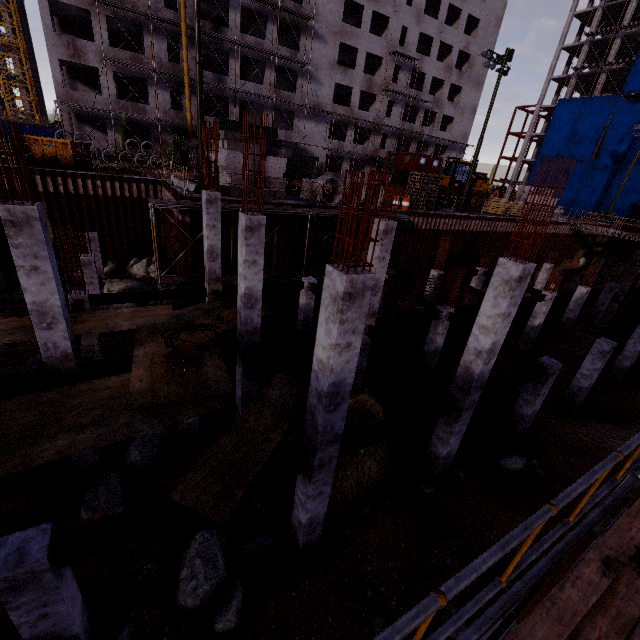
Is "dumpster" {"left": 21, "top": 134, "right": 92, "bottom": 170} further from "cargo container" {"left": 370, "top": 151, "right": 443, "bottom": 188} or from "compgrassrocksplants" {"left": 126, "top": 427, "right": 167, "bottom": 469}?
"cargo container" {"left": 370, "top": 151, "right": 443, "bottom": 188}

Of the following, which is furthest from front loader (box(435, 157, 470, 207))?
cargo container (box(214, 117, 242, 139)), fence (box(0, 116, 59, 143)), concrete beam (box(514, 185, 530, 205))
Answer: fence (box(0, 116, 59, 143))

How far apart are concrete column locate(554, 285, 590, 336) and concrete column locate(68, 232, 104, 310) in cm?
3082

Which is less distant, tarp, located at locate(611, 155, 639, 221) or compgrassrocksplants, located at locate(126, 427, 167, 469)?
compgrassrocksplants, located at locate(126, 427, 167, 469)

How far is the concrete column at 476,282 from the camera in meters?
24.3 m

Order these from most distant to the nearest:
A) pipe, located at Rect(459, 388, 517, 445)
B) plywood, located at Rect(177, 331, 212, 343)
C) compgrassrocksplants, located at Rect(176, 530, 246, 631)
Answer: pipe, located at Rect(459, 388, 517, 445) → plywood, located at Rect(177, 331, 212, 343) → compgrassrocksplants, located at Rect(176, 530, 246, 631)

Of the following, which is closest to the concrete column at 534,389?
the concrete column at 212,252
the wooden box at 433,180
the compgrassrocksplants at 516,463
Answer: the compgrassrocksplants at 516,463

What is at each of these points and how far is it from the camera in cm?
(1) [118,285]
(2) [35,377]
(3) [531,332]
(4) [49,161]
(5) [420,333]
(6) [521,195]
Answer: (1) rock, 1892
(2) steel beam, 822
(3) concrete column, 2166
(4) dumpster, 2022
(5) pipe, 1927
(6) concrete beam, 3381
